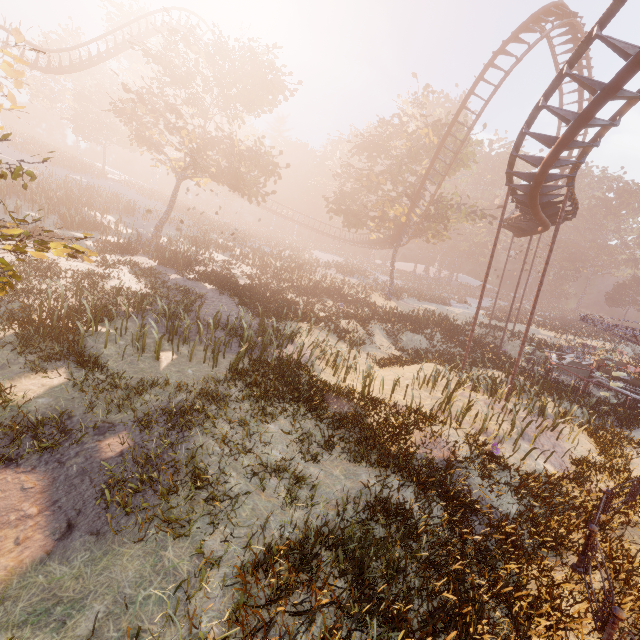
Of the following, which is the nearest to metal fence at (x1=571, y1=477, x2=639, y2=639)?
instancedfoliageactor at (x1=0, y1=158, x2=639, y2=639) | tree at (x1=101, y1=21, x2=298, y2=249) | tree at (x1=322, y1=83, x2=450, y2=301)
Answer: instancedfoliageactor at (x1=0, y1=158, x2=639, y2=639)

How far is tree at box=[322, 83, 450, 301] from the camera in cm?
2994

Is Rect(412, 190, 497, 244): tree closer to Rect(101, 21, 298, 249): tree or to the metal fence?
Rect(101, 21, 298, 249): tree

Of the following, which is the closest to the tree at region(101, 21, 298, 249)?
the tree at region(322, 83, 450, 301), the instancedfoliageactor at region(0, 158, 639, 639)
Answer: the tree at region(322, 83, 450, 301)

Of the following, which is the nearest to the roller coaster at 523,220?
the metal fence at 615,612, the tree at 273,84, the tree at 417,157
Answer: the tree at 417,157

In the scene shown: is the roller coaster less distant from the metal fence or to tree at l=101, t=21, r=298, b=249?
tree at l=101, t=21, r=298, b=249

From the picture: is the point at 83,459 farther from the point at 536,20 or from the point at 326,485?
the point at 536,20

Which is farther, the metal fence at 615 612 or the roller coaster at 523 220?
the roller coaster at 523 220
